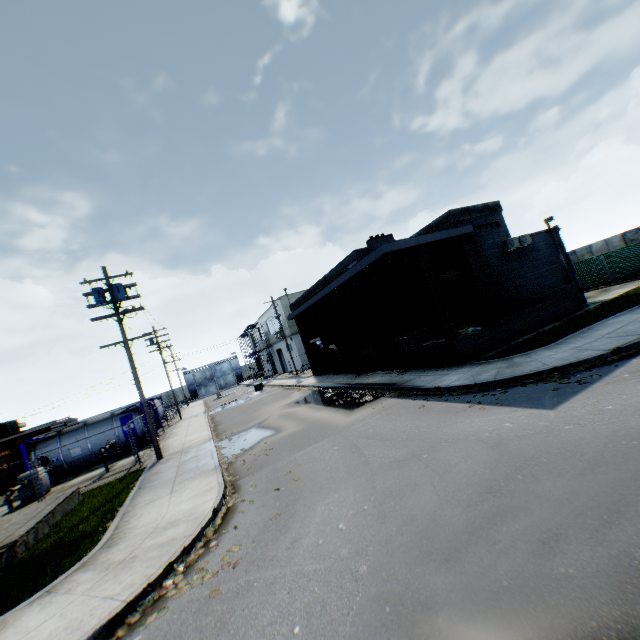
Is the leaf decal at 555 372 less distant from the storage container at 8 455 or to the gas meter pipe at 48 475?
the gas meter pipe at 48 475

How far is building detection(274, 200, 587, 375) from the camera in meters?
14.6 m

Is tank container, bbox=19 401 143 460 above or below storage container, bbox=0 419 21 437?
below

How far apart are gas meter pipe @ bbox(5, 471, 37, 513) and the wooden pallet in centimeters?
1938cm

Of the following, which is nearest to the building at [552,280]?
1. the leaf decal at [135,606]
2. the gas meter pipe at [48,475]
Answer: the leaf decal at [135,606]

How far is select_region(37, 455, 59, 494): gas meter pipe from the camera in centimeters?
1644cm

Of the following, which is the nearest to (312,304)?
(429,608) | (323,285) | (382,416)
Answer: (323,285)

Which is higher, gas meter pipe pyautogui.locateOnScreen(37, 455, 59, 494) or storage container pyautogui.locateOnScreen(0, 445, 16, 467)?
storage container pyautogui.locateOnScreen(0, 445, 16, 467)
